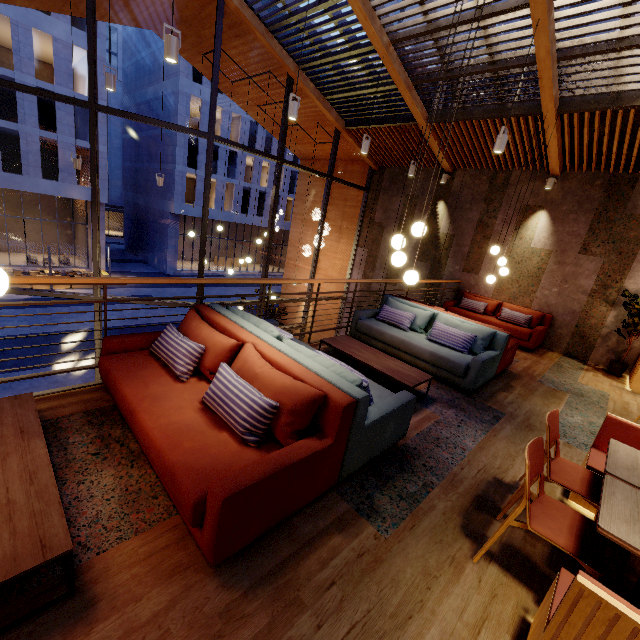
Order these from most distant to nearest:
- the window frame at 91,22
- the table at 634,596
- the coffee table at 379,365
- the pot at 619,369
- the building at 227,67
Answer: the building at 227,67
the pot at 619,369
the window frame at 91,22
the coffee table at 379,365
the table at 634,596

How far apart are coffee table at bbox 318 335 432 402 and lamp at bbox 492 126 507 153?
3.7m

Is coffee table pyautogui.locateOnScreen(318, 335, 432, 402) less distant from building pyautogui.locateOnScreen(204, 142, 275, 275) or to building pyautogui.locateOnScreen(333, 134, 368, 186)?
building pyautogui.locateOnScreen(333, 134, 368, 186)

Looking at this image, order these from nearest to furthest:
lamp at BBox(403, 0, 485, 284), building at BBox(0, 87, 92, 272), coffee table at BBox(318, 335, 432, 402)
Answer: lamp at BBox(403, 0, 485, 284) < coffee table at BBox(318, 335, 432, 402) < building at BBox(0, 87, 92, 272)

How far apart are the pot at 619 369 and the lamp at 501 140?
5.44m

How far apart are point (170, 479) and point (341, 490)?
1.3m

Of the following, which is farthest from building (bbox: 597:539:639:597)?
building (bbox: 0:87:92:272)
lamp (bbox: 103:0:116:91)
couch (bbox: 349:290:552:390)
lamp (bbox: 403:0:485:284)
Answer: building (bbox: 0:87:92:272)

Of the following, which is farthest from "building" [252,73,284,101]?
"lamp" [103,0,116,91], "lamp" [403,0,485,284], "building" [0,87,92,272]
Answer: "building" [0,87,92,272]
